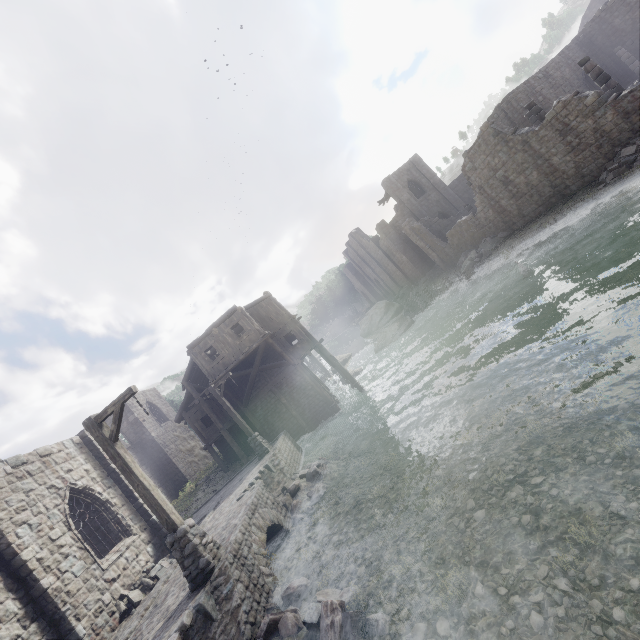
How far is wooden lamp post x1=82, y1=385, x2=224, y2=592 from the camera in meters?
7.5 m

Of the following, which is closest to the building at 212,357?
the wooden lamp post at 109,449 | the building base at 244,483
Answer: the building base at 244,483

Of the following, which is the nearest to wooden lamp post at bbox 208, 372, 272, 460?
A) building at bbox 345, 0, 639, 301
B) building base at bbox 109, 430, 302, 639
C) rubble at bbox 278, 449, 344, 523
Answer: building base at bbox 109, 430, 302, 639

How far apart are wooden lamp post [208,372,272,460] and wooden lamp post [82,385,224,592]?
8.9m

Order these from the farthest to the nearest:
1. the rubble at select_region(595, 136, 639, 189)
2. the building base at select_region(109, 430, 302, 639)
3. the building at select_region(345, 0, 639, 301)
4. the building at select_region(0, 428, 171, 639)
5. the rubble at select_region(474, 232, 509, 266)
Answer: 1. the rubble at select_region(474, 232, 509, 266)
2. the building at select_region(345, 0, 639, 301)
3. the rubble at select_region(595, 136, 639, 189)
4. the building at select_region(0, 428, 171, 639)
5. the building base at select_region(109, 430, 302, 639)

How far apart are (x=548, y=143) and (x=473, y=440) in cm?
1988

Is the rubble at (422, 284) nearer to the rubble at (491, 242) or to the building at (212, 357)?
the building at (212, 357)

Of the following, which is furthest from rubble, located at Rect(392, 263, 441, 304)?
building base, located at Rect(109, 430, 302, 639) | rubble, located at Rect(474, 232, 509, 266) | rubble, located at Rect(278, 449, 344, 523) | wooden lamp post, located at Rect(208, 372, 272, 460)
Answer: rubble, located at Rect(278, 449, 344, 523)
